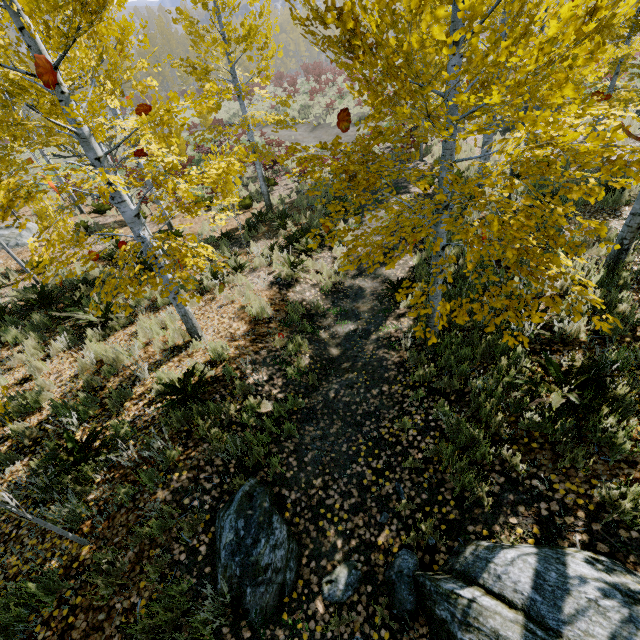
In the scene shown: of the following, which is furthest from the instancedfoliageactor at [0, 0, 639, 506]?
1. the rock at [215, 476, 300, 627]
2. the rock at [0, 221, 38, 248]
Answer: the rock at [0, 221, 38, 248]

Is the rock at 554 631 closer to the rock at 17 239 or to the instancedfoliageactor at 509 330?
the instancedfoliageactor at 509 330

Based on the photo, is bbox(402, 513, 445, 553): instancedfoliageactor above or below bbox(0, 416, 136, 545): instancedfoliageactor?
below

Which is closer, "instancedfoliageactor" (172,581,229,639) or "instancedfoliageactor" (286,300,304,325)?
"instancedfoliageactor" (172,581,229,639)

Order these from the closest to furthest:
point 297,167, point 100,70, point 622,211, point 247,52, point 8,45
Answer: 1. point 8,45
2. point 622,211
3. point 297,167
4. point 100,70
5. point 247,52

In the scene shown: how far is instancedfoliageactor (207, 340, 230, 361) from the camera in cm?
572

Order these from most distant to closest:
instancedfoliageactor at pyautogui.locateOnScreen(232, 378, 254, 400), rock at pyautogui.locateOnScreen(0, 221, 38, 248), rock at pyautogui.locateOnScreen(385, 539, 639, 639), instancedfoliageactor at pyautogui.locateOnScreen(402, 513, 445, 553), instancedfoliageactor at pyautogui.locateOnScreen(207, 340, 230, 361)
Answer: rock at pyautogui.locateOnScreen(0, 221, 38, 248) → instancedfoliageactor at pyautogui.locateOnScreen(207, 340, 230, 361) → instancedfoliageactor at pyautogui.locateOnScreen(232, 378, 254, 400) → instancedfoliageactor at pyautogui.locateOnScreen(402, 513, 445, 553) → rock at pyautogui.locateOnScreen(385, 539, 639, 639)

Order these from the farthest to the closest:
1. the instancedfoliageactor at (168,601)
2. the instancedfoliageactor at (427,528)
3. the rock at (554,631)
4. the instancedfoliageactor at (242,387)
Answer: the instancedfoliageactor at (242,387)
the instancedfoliageactor at (427,528)
the instancedfoliageactor at (168,601)
the rock at (554,631)
